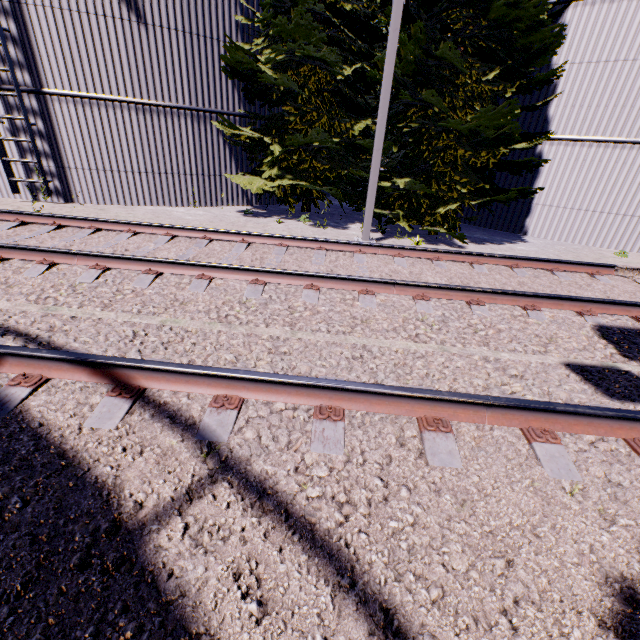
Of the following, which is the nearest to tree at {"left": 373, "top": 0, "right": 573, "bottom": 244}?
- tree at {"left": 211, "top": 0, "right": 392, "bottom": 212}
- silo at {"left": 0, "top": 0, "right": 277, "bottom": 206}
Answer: silo at {"left": 0, "top": 0, "right": 277, "bottom": 206}

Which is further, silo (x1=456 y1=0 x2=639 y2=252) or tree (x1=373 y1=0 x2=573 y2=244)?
silo (x1=456 y1=0 x2=639 y2=252)

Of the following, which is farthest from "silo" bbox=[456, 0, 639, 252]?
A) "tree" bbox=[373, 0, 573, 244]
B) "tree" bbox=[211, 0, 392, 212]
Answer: "tree" bbox=[211, 0, 392, 212]

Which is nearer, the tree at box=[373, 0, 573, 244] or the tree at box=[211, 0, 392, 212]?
the tree at box=[373, 0, 573, 244]

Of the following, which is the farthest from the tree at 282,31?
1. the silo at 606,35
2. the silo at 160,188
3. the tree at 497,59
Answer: the silo at 606,35

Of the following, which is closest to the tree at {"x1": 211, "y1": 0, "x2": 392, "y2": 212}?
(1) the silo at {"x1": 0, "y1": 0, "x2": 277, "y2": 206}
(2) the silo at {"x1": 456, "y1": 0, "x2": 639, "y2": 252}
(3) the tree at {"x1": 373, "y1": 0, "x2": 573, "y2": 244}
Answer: (1) the silo at {"x1": 0, "y1": 0, "x2": 277, "y2": 206}

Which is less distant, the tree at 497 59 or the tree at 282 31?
the tree at 497 59

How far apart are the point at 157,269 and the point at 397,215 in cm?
669
